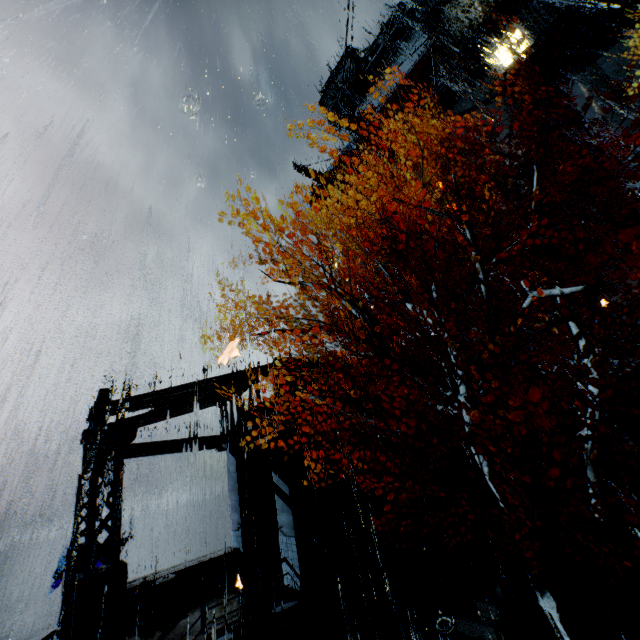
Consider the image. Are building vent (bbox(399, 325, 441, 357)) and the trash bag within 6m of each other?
no

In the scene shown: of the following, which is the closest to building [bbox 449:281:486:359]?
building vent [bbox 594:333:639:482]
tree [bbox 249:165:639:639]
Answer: building vent [bbox 594:333:639:482]

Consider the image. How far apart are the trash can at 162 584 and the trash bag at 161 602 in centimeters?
1cm

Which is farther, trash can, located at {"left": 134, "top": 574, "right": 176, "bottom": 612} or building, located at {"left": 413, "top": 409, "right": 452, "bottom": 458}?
building, located at {"left": 413, "top": 409, "right": 452, "bottom": 458}

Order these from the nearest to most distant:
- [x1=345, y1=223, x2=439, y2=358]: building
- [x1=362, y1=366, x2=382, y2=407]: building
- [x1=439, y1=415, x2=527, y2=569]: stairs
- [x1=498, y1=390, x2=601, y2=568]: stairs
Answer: [x1=439, y1=415, x2=527, y2=569]: stairs, [x1=498, y1=390, x2=601, y2=568]: stairs, [x1=362, y1=366, x2=382, y2=407]: building, [x1=345, y1=223, x2=439, y2=358]: building

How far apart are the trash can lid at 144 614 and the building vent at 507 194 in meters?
32.7 m

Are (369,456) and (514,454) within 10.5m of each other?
yes

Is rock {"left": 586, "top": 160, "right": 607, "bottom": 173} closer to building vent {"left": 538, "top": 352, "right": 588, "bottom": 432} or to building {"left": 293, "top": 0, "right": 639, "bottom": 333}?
building {"left": 293, "top": 0, "right": 639, "bottom": 333}
